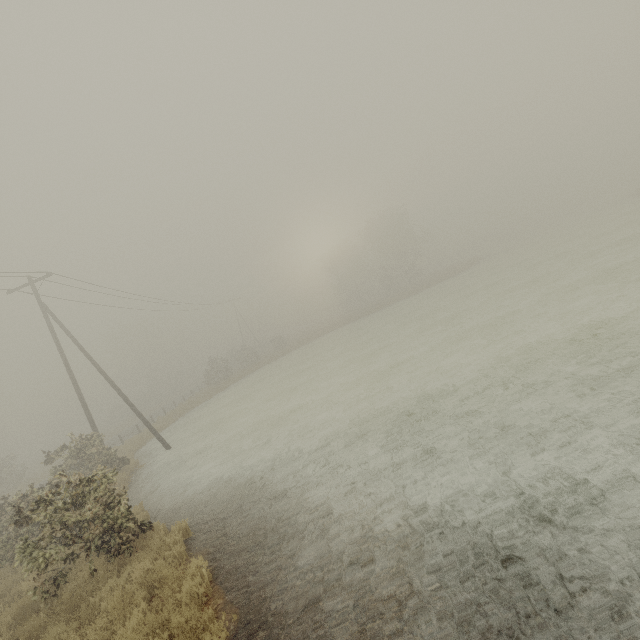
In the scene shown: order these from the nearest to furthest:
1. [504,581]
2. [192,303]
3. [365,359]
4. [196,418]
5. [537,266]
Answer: [504,581] → [365,359] → [537,266] → [196,418] → [192,303]
